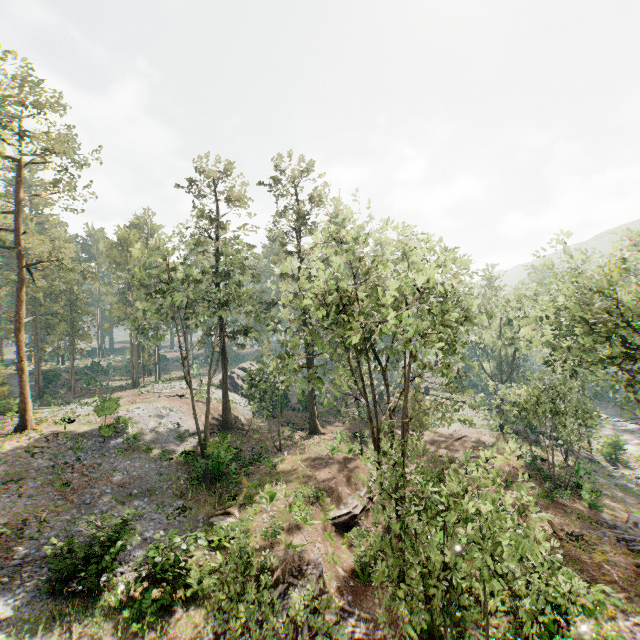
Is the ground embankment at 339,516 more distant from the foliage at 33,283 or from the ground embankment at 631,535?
the ground embankment at 631,535

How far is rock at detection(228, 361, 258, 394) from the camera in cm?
4838

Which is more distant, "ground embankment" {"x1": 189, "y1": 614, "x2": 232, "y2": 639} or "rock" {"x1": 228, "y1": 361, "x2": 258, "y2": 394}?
"rock" {"x1": 228, "y1": 361, "x2": 258, "y2": 394}

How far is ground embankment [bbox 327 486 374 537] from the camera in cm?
2030

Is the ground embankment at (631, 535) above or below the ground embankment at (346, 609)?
below

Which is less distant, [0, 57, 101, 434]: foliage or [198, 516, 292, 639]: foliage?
[198, 516, 292, 639]: foliage

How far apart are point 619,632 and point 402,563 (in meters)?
12.78

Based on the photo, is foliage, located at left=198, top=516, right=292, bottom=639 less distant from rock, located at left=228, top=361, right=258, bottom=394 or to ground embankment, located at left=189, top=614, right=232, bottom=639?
rock, located at left=228, top=361, right=258, bottom=394
